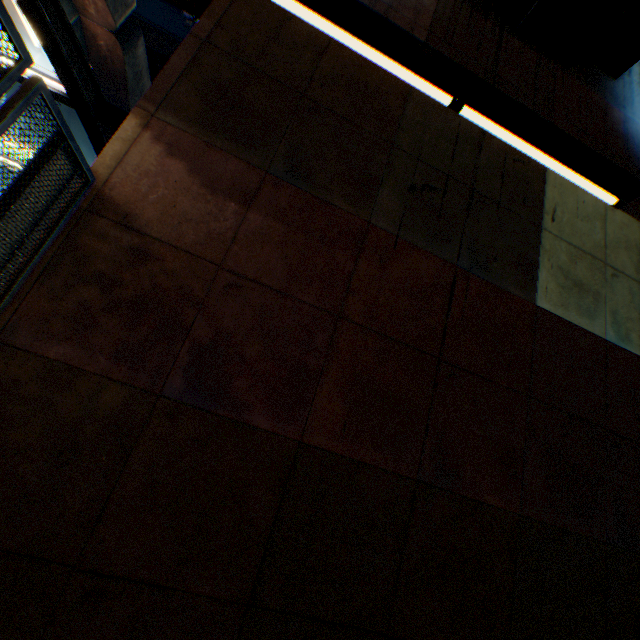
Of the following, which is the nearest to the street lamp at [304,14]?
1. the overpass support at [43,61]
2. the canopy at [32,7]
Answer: the canopy at [32,7]

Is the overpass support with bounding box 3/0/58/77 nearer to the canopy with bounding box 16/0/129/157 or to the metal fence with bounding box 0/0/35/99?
the metal fence with bounding box 0/0/35/99

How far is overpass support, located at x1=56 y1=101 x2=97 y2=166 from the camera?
13.60m

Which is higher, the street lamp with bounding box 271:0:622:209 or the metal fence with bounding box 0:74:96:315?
the street lamp with bounding box 271:0:622:209

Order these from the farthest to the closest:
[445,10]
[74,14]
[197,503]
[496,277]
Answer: [74,14]
[445,10]
[496,277]
[197,503]

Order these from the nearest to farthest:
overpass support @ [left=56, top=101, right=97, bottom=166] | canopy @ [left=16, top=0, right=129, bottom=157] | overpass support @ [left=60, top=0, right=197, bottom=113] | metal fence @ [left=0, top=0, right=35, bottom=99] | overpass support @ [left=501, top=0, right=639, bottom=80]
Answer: metal fence @ [left=0, top=0, right=35, bottom=99] < canopy @ [left=16, top=0, right=129, bottom=157] < overpass support @ [left=501, top=0, right=639, bottom=80] < overpass support @ [left=60, top=0, right=197, bottom=113] < overpass support @ [left=56, top=101, right=97, bottom=166]

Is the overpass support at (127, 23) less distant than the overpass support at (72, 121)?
Yes
